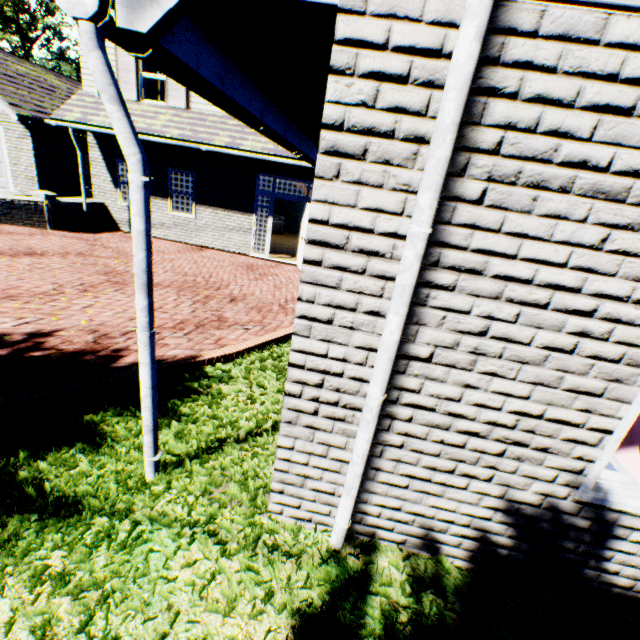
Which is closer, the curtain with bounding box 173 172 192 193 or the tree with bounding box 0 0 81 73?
the curtain with bounding box 173 172 192 193

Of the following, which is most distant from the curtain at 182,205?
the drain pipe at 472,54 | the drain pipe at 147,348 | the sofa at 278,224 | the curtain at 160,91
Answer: the drain pipe at 472,54

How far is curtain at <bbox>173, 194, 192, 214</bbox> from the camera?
12.1 meters

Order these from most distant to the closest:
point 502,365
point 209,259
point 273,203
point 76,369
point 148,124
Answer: point 273,203
point 209,259
point 148,124
point 76,369
point 502,365

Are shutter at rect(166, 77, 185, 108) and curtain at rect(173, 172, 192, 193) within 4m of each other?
yes

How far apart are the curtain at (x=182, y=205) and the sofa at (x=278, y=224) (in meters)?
5.72

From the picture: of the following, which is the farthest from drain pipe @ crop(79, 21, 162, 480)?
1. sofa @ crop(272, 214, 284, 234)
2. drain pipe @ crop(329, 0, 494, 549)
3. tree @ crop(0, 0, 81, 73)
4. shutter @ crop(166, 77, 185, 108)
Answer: sofa @ crop(272, 214, 284, 234)

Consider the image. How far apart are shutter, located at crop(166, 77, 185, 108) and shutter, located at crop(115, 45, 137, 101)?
1.0m
